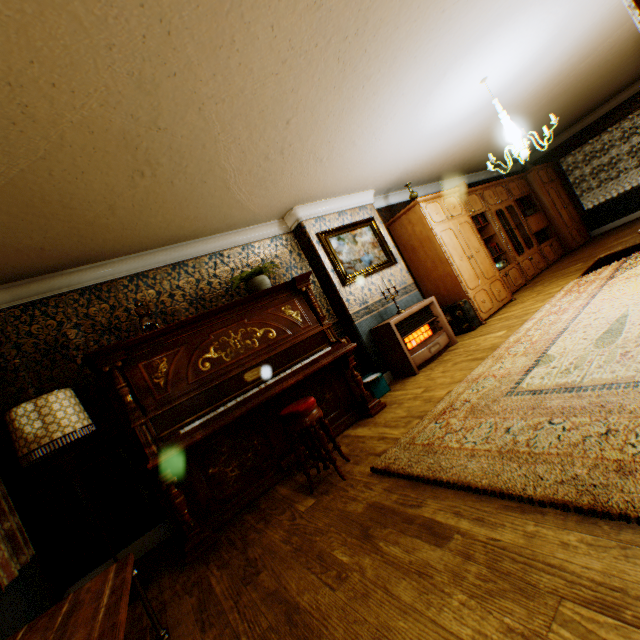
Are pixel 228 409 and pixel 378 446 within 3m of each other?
yes

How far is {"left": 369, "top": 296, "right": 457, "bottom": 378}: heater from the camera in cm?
489

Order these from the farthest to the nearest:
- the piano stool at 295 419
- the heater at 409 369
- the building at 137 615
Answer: the heater at 409 369 < the piano stool at 295 419 < the building at 137 615

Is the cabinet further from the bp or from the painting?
the bp

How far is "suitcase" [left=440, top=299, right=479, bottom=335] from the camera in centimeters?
571cm

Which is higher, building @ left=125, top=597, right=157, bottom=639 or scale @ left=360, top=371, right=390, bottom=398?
scale @ left=360, top=371, right=390, bottom=398

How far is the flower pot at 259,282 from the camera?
4.18m

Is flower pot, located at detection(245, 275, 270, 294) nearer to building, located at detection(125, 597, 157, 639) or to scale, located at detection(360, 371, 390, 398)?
building, located at detection(125, 597, 157, 639)
